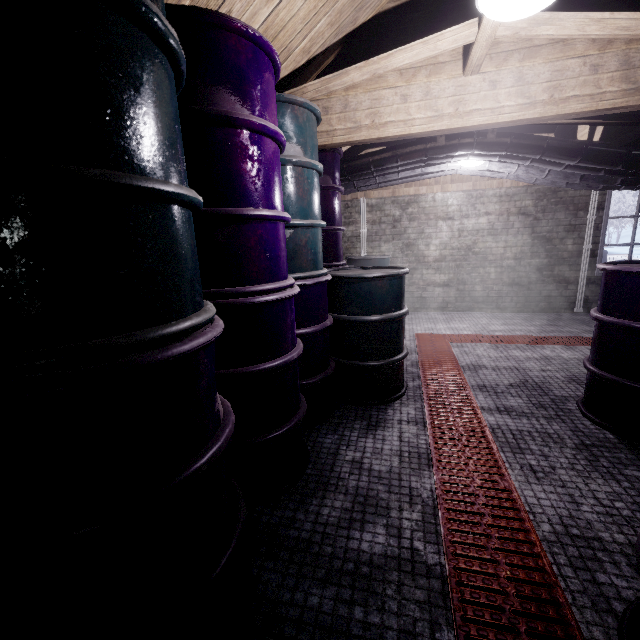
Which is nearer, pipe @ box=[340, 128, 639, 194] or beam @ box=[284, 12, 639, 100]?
beam @ box=[284, 12, 639, 100]

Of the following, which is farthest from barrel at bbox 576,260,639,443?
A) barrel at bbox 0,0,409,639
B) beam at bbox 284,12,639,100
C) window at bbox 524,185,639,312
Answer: window at bbox 524,185,639,312

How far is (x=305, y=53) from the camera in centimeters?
206cm

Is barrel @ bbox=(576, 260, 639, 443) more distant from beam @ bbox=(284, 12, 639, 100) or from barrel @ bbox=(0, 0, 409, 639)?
barrel @ bbox=(0, 0, 409, 639)

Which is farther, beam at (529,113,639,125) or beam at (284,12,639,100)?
beam at (529,113,639,125)

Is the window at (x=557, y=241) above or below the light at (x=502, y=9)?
below

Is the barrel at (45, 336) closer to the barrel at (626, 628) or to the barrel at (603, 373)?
the barrel at (626, 628)

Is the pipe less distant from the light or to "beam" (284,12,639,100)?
"beam" (284,12,639,100)
